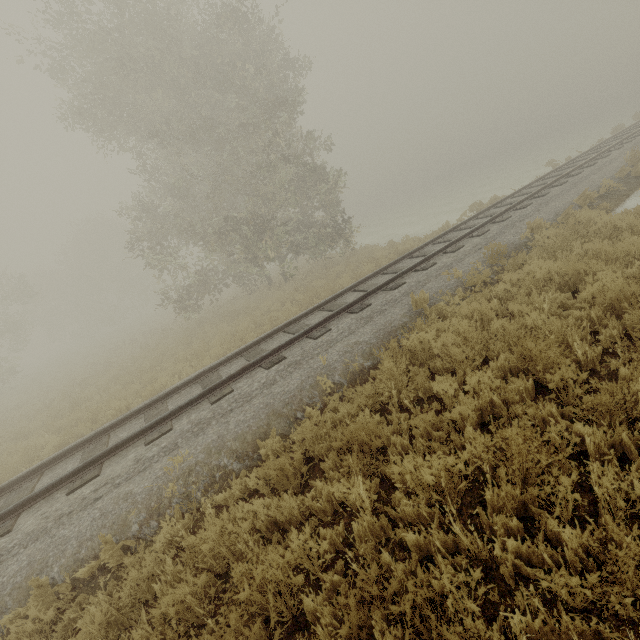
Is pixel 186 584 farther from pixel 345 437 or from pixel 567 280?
pixel 567 280
